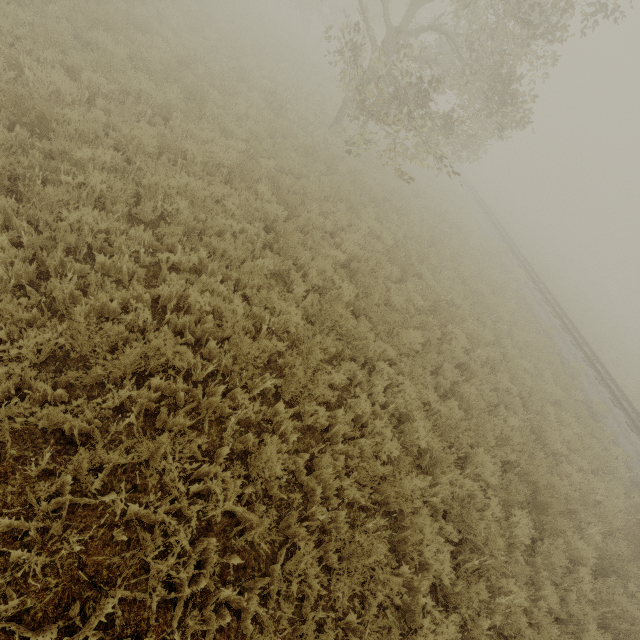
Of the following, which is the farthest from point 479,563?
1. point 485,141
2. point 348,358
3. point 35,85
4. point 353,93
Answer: point 485,141
